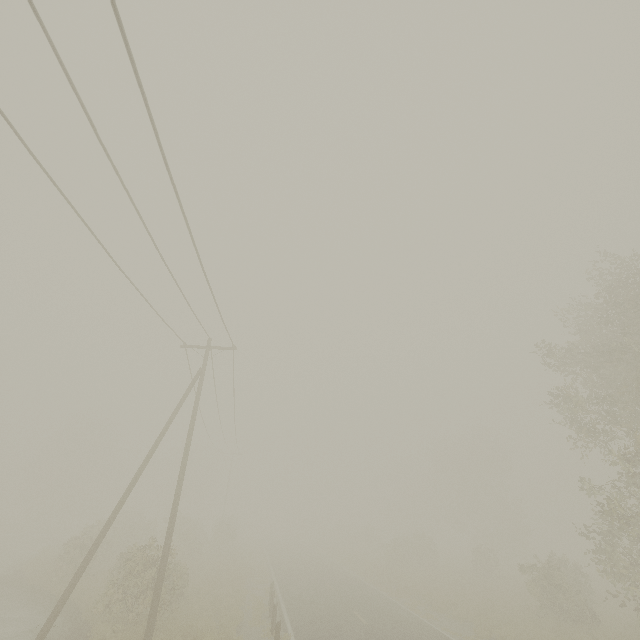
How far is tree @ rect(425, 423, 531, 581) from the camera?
43.00m

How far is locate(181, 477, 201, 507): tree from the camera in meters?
57.7

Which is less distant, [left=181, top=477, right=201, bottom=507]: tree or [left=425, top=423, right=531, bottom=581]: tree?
[left=425, top=423, right=531, bottom=581]: tree

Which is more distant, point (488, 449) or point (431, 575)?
point (488, 449)

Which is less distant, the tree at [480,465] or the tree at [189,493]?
the tree at [480,465]

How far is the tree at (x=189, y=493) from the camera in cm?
5766
